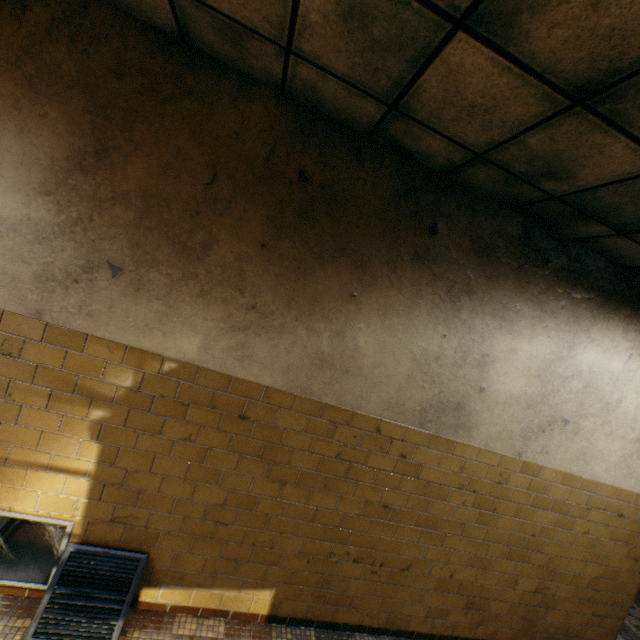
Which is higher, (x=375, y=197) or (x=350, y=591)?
(x=375, y=197)
